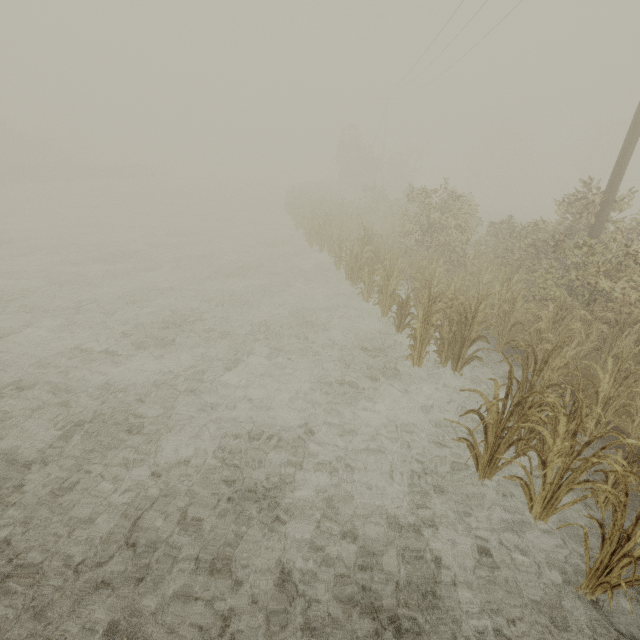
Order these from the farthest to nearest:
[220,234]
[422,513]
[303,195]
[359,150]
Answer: [359,150] < [303,195] < [220,234] < [422,513]
